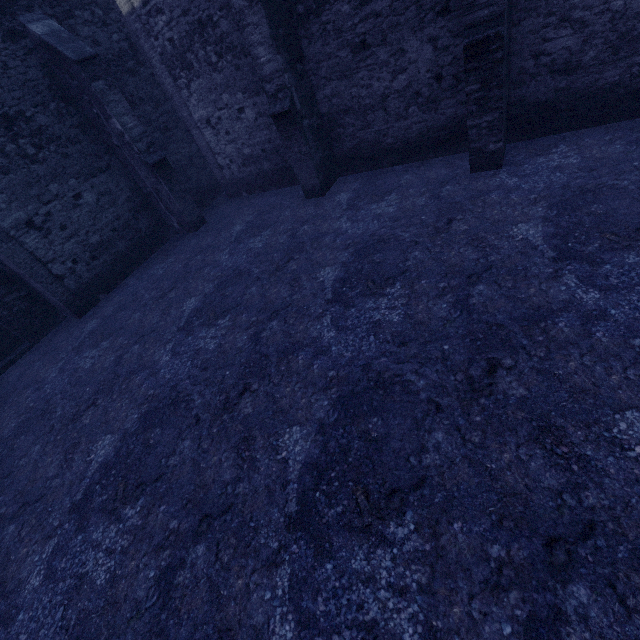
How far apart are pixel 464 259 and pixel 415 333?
1.65m
